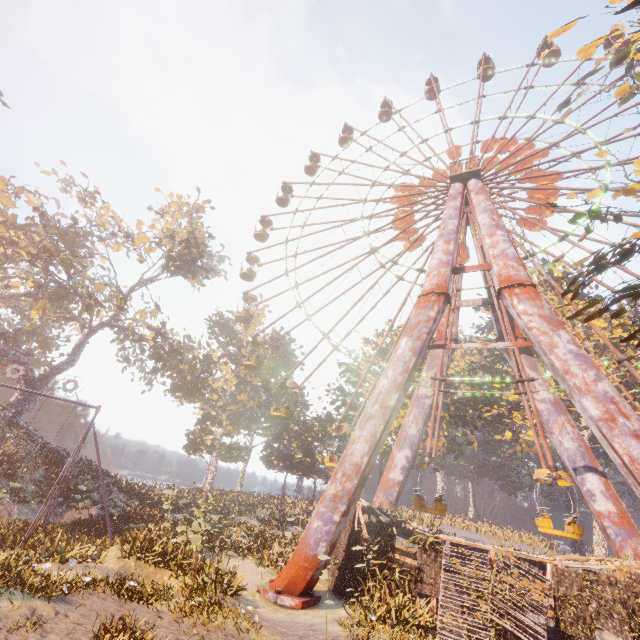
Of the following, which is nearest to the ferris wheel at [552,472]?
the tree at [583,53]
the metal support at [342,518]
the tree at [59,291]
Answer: the metal support at [342,518]

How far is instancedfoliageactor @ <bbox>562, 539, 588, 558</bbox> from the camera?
12.59m

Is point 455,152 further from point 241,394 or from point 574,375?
point 241,394

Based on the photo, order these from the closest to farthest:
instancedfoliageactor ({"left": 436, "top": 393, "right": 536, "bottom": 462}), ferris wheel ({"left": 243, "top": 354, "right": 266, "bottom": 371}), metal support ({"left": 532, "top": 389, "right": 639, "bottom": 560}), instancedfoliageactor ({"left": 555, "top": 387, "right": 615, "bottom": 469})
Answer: metal support ({"left": 532, "top": 389, "right": 639, "bottom": 560}), ferris wheel ({"left": 243, "top": 354, "right": 266, "bottom": 371}), instancedfoliageactor ({"left": 436, "top": 393, "right": 536, "bottom": 462}), instancedfoliageactor ({"left": 555, "top": 387, "right": 615, "bottom": 469})

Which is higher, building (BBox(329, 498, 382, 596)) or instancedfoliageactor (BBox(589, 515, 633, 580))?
instancedfoliageactor (BBox(589, 515, 633, 580))

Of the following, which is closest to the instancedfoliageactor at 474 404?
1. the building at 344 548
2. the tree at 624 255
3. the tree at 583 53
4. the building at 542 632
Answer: the building at 542 632

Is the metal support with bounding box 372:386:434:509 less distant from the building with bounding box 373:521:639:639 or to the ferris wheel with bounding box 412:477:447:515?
the ferris wheel with bounding box 412:477:447:515

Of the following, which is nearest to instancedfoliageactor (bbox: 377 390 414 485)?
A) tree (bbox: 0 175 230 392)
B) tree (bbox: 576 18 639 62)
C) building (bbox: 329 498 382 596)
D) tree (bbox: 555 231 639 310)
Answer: Result: building (bbox: 329 498 382 596)
